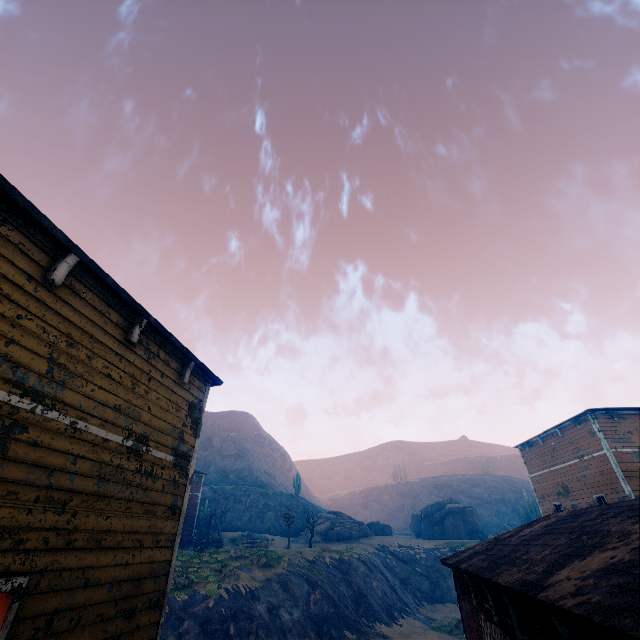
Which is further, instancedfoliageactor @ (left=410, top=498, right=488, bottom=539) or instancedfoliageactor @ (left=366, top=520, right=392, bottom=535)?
instancedfoliageactor @ (left=366, top=520, right=392, bottom=535)

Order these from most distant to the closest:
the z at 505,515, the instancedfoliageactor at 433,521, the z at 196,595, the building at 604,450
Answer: the z at 505,515 < the instancedfoliageactor at 433,521 < the z at 196,595 < the building at 604,450

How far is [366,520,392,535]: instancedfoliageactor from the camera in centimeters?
4791cm

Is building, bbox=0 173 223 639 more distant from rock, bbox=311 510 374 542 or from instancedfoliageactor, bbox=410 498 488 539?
instancedfoliageactor, bbox=410 498 488 539

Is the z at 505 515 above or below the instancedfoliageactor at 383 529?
above

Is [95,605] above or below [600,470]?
below

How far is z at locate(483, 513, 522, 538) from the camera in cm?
5712
